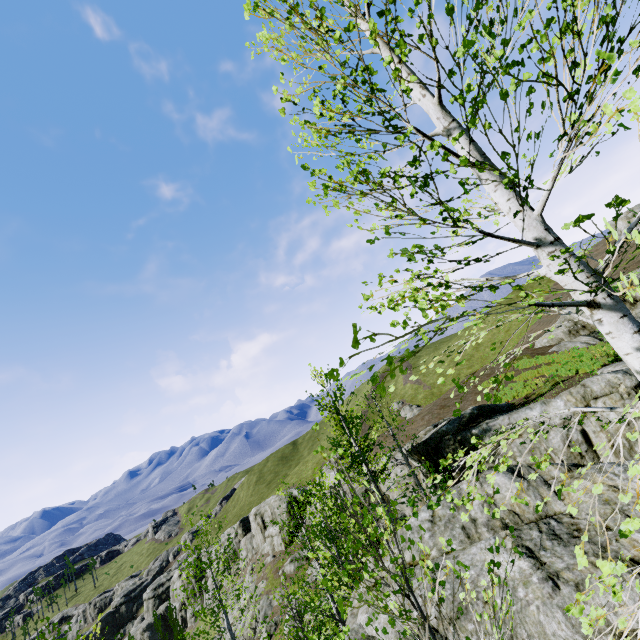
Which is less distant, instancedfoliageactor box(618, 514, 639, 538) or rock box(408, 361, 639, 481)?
instancedfoliageactor box(618, 514, 639, 538)

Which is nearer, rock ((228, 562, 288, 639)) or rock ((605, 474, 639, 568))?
rock ((605, 474, 639, 568))

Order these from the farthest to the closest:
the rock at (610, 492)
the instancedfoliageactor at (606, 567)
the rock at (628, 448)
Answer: the rock at (628, 448) < the rock at (610, 492) < the instancedfoliageactor at (606, 567)

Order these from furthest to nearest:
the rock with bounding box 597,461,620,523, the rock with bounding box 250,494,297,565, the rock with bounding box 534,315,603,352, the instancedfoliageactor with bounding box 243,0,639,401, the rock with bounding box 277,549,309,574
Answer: the rock with bounding box 250,494,297,565 < the rock with bounding box 277,549,309,574 < the rock with bounding box 534,315,603,352 < the rock with bounding box 597,461,620,523 < the instancedfoliageactor with bounding box 243,0,639,401

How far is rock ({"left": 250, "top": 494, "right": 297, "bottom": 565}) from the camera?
48.1m

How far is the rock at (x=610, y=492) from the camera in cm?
606

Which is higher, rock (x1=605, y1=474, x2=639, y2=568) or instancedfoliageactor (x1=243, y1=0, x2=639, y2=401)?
instancedfoliageactor (x1=243, y1=0, x2=639, y2=401)

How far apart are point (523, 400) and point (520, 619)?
16.4 meters
